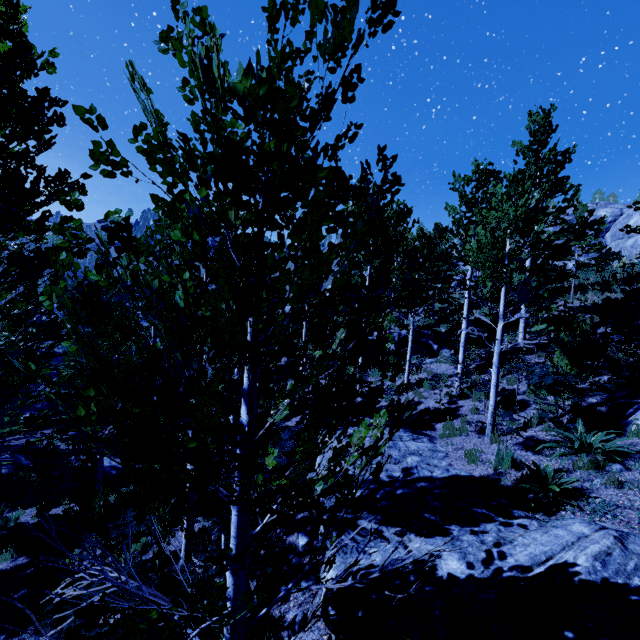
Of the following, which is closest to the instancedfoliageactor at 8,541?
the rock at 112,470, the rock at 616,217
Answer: the rock at 112,470

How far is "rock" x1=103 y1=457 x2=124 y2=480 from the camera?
15.2 meters

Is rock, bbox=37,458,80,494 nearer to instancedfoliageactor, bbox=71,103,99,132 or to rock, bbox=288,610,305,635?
instancedfoliageactor, bbox=71,103,99,132

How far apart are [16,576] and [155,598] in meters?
10.5 m

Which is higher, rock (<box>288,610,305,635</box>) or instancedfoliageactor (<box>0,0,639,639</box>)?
instancedfoliageactor (<box>0,0,639,639</box>)

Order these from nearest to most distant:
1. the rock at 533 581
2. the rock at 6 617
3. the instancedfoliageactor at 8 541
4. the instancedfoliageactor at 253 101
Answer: the instancedfoliageactor at 253 101 → the rock at 533 581 → the rock at 6 617 → the instancedfoliageactor at 8 541

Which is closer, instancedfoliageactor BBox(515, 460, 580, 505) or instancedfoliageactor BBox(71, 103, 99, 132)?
instancedfoliageactor BBox(71, 103, 99, 132)

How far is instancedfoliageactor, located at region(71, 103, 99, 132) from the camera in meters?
1.4
